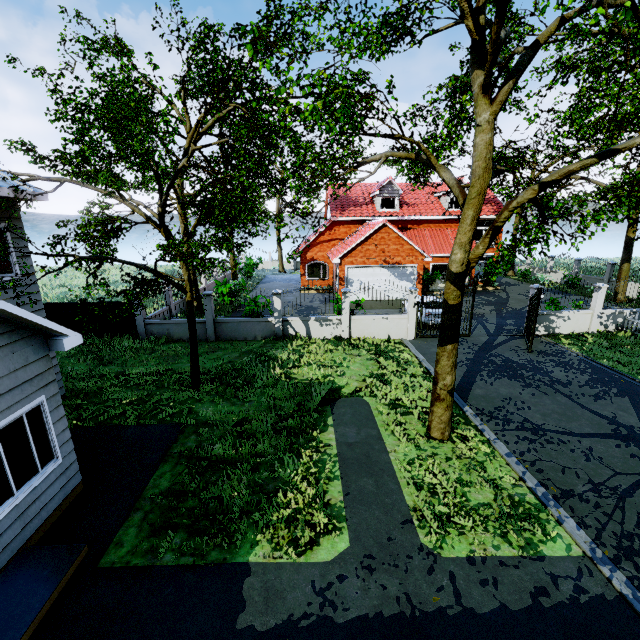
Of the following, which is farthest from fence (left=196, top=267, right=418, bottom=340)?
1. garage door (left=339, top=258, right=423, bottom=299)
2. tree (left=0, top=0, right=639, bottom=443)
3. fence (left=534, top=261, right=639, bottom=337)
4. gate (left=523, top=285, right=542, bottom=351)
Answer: garage door (left=339, top=258, right=423, bottom=299)

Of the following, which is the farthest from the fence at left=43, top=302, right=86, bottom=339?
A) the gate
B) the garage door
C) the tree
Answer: the garage door

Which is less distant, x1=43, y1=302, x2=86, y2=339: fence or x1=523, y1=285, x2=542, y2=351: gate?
x1=523, y1=285, x2=542, y2=351: gate

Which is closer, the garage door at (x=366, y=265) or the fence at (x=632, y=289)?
the fence at (x=632, y=289)

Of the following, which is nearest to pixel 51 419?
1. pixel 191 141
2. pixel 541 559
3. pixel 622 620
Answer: pixel 541 559

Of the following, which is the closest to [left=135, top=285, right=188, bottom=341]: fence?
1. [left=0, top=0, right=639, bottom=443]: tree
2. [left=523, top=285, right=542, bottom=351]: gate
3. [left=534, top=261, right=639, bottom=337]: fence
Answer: [left=0, top=0, right=639, bottom=443]: tree

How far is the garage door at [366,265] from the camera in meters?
22.7
